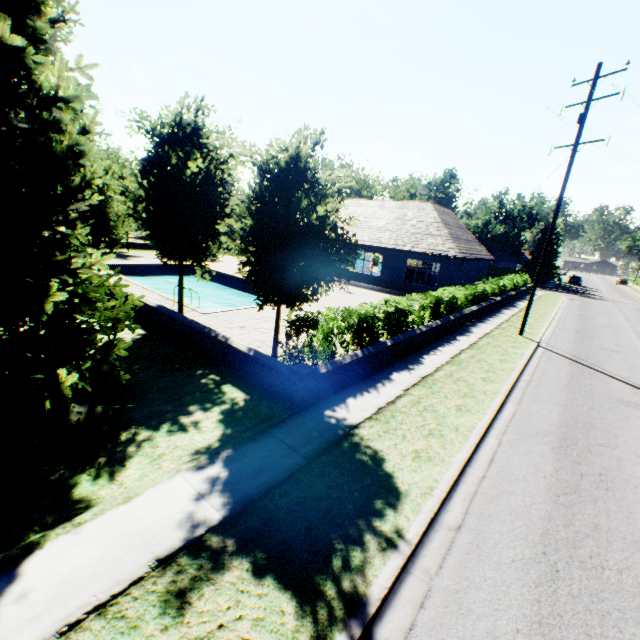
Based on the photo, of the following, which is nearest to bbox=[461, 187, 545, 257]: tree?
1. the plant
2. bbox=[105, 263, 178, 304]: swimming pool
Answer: bbox=[105, 263, 178, 304]: swimming pool

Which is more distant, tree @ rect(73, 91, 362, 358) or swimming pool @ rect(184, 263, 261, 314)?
swimming pool @ rect(184, 263, 261, 314)

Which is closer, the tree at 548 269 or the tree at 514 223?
the tree at 514 223

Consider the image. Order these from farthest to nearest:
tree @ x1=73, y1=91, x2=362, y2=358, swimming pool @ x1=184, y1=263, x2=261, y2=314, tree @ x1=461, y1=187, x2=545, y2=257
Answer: tree @ x1=461, y1=187, x2=545, y2=257
swimming pool @ x1=184, y1=263, x2=261, y2=314
tree @ x1=73, y1=91, x2=362, y2=358

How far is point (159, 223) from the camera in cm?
1109

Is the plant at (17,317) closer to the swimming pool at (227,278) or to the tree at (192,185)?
the tree at (192,185)

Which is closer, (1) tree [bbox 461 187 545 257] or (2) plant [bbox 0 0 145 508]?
(2) plant [bbox 0 0 145 508]
